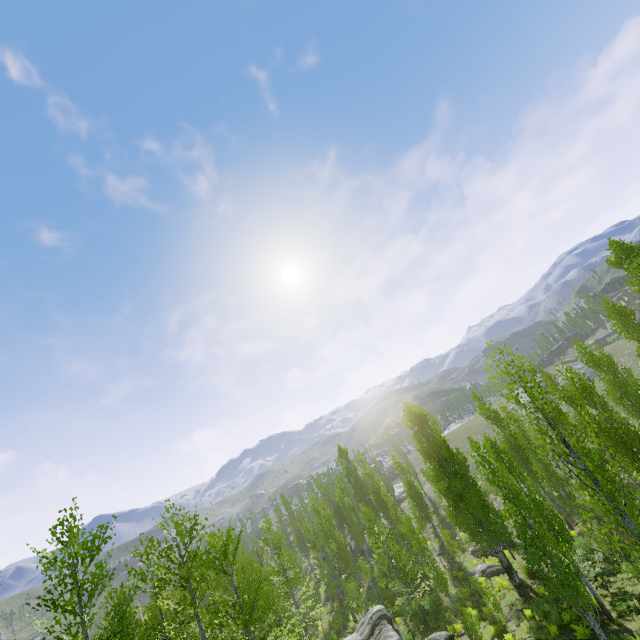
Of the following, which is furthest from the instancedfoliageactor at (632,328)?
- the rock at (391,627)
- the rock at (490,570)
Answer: the rock at (490,570)

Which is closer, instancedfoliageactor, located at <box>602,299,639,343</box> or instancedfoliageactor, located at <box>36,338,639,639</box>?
instancedfoliageactor, located at <box>36,338,639,639</box>

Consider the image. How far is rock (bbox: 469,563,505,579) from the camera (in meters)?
25.67

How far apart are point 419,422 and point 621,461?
13.3 meters

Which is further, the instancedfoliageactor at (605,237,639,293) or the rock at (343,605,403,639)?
the instancedfoliageactor at (605,237,639,293)

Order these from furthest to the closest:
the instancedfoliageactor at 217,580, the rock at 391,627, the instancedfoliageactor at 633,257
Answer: the instancedfoliageactor at 633,257, the rock at 391,627, the instancedfoliageactor at 217,580

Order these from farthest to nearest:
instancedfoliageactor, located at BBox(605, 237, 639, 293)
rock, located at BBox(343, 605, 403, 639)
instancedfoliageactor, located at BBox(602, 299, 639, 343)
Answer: instancedfoliageactor, located at BBox(602, 299, 639, 343) < instancedfoliageactor, located at BBox(605, 237, 639, 293) < rock, located at BBox(343, 605, 403, 639)
